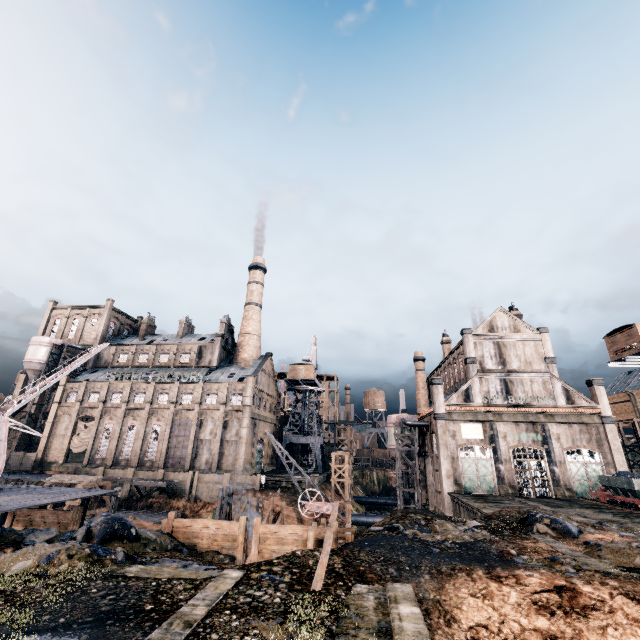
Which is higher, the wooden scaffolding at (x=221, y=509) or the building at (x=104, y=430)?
the building at (x=104, y=430)

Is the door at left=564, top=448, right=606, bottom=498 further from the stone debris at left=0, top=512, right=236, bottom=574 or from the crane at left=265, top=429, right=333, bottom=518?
the stone debris at left=0, top=512, right=236, bottom=574

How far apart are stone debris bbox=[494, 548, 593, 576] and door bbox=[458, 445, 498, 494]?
24.2m

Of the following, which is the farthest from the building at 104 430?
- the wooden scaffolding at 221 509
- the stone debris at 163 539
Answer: the stone debris at 163 539

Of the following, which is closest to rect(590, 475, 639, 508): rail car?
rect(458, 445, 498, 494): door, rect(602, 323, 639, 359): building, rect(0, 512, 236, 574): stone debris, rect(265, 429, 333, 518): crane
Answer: rect(458, 445, 498, 494): door

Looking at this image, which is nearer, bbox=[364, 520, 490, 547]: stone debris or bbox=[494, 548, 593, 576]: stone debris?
bbox=[494, 548, 593, 576]: stone debris

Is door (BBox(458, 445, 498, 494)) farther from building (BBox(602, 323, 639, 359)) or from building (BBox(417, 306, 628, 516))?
building (BBox(602, 323, 639, 359))

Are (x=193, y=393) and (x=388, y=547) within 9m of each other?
no
